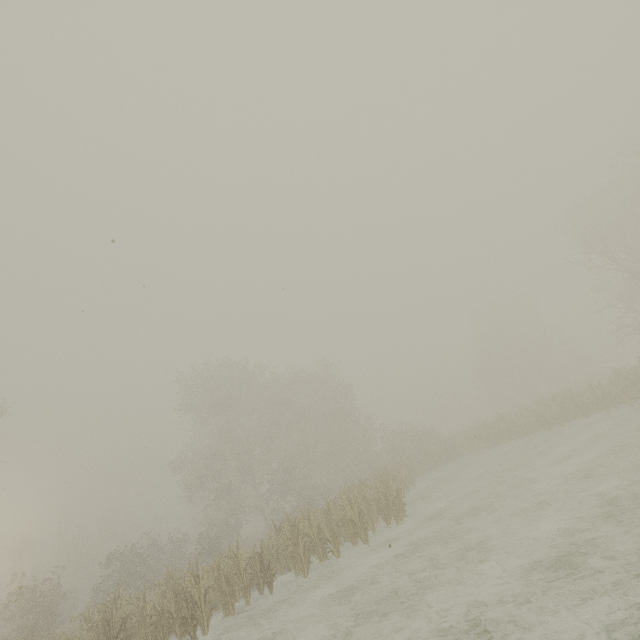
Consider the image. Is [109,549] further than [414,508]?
Yes
